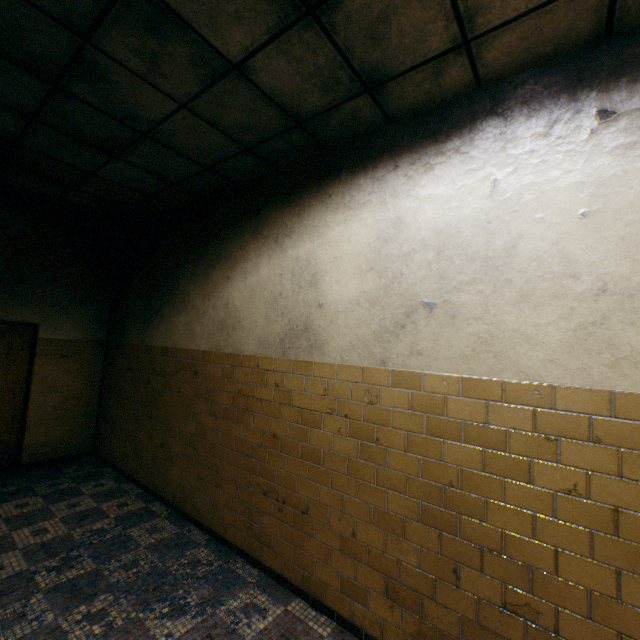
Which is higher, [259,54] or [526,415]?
[259,54]
